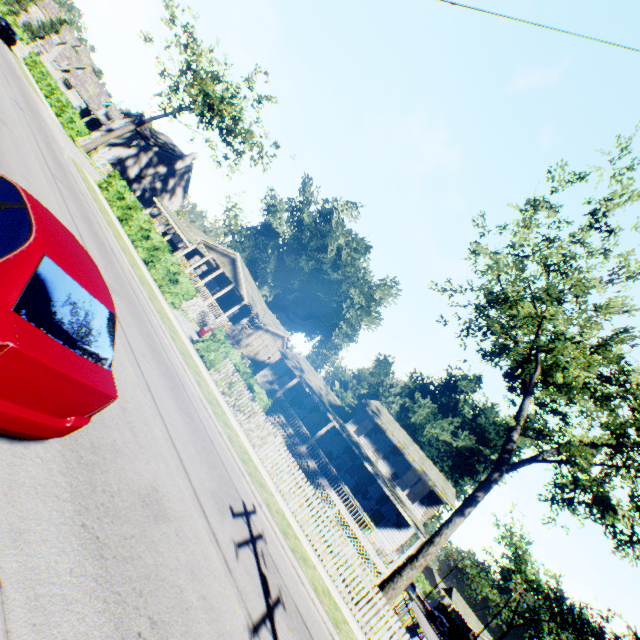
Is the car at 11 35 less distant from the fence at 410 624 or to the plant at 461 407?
the plant at 461 407

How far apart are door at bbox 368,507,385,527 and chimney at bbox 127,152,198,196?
51.41m

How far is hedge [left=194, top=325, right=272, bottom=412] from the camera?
15.65m

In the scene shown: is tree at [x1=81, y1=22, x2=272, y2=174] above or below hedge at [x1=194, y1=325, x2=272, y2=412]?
above

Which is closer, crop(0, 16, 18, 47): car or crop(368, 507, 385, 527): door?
crop(368, 507, 385, 527): door

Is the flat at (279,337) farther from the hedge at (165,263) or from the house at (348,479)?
the hedge at (165,263)

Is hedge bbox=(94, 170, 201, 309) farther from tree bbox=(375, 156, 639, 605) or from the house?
tree bbox=(375, 156, 639, 605)

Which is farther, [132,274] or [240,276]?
[240,276]
